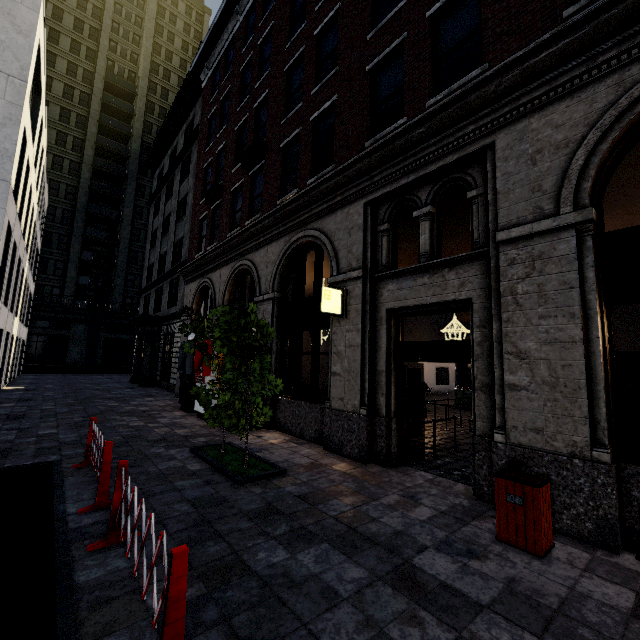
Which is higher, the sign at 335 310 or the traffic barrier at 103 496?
the sign at 335 310

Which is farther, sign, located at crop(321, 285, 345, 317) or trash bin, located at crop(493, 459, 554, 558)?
sign, located at crop(321, 285, 345, 317)

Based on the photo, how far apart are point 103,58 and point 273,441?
54.44m

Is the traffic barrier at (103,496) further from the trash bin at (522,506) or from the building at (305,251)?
the trash bin at (522,506)

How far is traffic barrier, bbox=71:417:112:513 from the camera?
4.5m

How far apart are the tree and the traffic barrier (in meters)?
1.63

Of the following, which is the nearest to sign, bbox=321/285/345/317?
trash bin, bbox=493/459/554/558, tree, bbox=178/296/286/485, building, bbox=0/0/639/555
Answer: building, bbox=0/0/639/555

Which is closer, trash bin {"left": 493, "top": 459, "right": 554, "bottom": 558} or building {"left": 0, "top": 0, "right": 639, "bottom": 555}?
trash bin {"left": 493, "top": 459, "right": 554, "bottom": 558}
